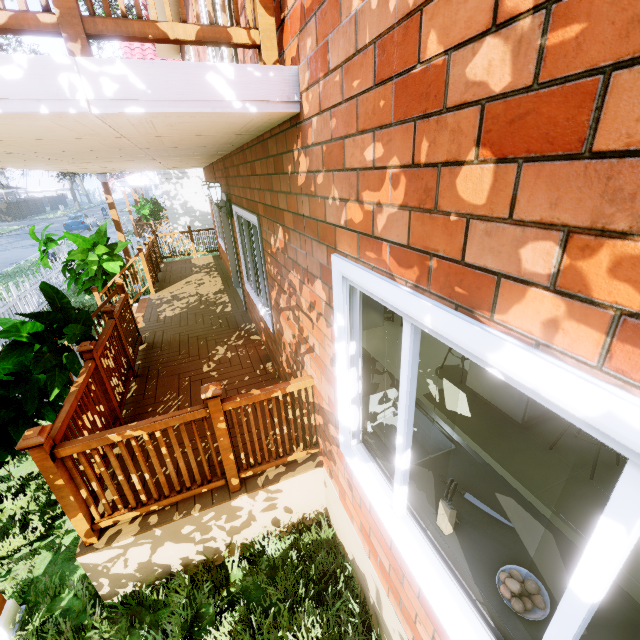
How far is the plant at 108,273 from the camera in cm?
712

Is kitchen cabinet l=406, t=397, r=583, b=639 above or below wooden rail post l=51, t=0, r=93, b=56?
below

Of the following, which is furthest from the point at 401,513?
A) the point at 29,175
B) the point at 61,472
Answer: the point at 29,175

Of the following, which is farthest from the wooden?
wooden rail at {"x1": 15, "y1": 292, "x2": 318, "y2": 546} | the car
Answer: the car

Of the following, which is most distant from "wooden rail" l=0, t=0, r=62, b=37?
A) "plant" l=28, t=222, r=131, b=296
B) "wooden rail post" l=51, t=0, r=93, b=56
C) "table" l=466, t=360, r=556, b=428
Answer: "table" l=466, t=360, r=556, b=428

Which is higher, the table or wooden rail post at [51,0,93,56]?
wooden rail post at [51,0,93,56]

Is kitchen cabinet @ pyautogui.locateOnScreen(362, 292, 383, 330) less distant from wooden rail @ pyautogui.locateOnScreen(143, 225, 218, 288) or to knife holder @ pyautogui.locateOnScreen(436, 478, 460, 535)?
knife holder @ pyautogui.locateOnScreen(436, 478, 460, 535)

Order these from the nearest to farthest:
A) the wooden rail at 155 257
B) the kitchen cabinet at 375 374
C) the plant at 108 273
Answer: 1. the kitchen cabinet at 375 374
2. the plant at 108 273
3. the wooden rail at 155 257
